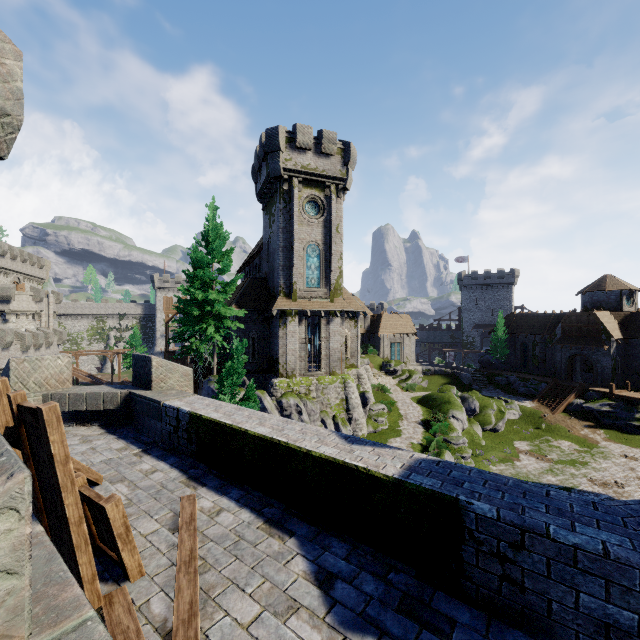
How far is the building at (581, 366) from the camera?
43.6 meters

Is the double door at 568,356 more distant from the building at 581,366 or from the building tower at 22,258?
the building tower at 22,258

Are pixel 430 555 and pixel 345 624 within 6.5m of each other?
yes

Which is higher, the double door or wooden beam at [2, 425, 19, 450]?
wooden beam at [2, 425, 19, 450]

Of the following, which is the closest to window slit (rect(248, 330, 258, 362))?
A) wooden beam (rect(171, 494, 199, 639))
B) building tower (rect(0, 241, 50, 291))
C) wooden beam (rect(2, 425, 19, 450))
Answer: wooden beam (rect(2, 425, 19, 450))

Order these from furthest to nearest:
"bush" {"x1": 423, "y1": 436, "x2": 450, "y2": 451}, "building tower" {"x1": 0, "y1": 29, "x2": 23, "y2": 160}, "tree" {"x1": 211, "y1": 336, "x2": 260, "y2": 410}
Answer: "bush" {"x1": 423, "y1": 436, "x2": 450, "y2": 451} → "tree" {"x1": 211, "y1": 336, "x2": 260, "y2": 410} → "building tower" {"x1": 0, "y1": 29, "x2": 23, "y2": 160}

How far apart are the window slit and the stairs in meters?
34.6 m

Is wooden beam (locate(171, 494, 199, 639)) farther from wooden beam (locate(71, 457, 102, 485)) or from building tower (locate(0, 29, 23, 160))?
building tower (locate(0, 29, 23, 160))
